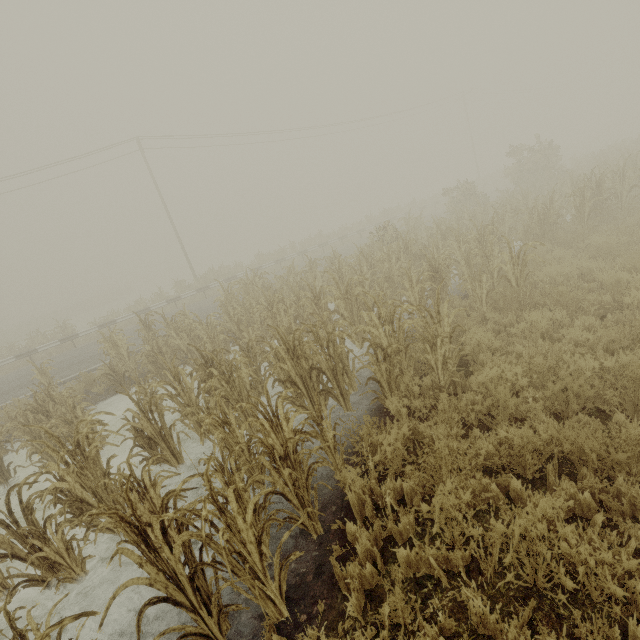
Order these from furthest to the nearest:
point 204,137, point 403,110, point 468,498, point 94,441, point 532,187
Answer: point 403,110
point 204,137
point 532,187
point 94,441
point 468,498
